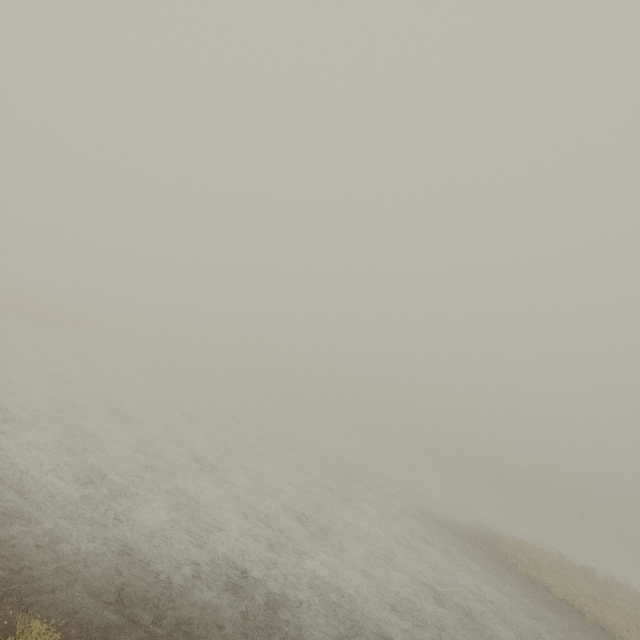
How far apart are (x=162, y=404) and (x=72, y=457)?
10.93m
